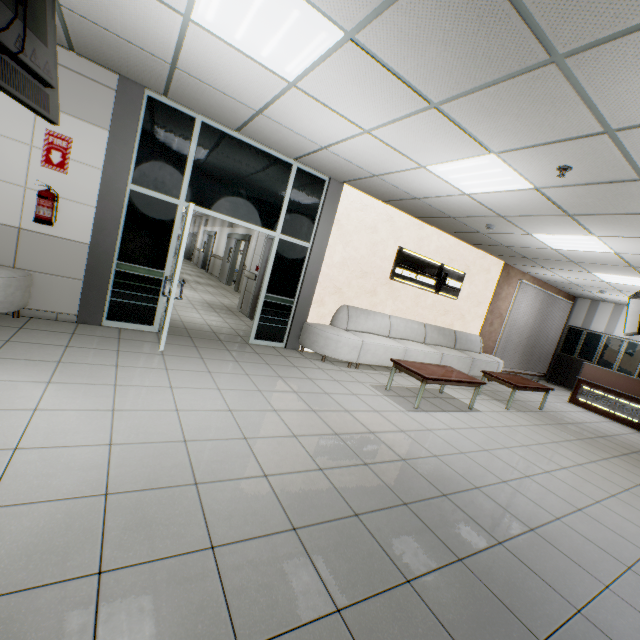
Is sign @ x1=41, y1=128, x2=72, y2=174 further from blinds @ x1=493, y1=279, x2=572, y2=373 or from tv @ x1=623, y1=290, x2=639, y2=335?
blinds @ x1=493, y1=279, x2=572, y2=373

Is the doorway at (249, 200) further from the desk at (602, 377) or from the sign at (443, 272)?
the desk at (602, 377)

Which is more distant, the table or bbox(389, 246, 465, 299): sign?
bbox(389, 246, 465, 299): sign

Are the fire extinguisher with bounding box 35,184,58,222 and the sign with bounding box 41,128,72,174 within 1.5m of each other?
yes

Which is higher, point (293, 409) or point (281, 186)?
point (281, 186)

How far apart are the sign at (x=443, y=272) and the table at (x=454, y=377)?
2.1 meters

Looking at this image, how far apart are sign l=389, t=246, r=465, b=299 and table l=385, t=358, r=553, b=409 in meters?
2.1

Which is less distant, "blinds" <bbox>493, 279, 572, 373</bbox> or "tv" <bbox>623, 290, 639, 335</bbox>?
"tv" <bbox>623, 290, 639, 335</bbox>
